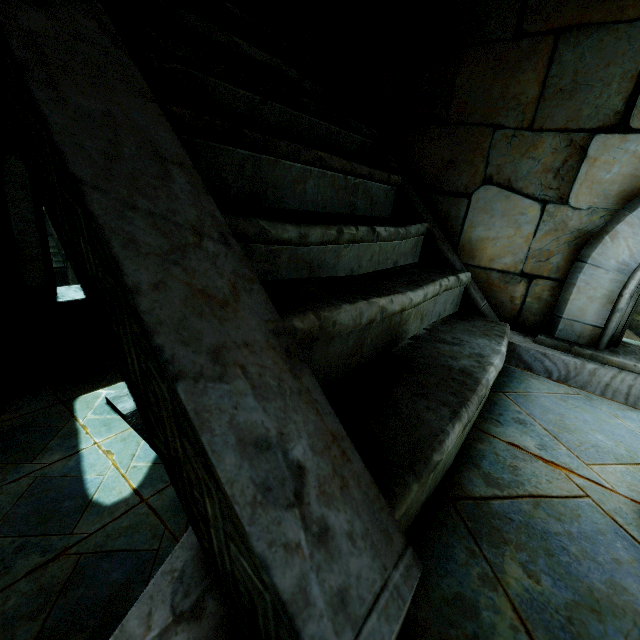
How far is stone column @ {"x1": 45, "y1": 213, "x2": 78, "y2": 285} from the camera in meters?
15.0 m

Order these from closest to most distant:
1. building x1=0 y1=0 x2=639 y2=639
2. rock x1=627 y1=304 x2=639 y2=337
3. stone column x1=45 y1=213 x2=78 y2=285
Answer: building x1=0 y1=0 x2=639 y2=639
stone column x1=45 y1=213 x2=78 y2=285
rock x1=627 y1=304 x2=639 y2=337

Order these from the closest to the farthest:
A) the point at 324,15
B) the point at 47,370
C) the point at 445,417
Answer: the point at 445,417 < the point at 324,15 < the point at 47,370

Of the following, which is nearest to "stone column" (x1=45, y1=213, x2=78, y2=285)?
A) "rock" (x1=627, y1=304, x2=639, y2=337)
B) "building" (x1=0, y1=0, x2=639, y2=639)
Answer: "building" (x1=0, y1=0, x2=639, y2=639)

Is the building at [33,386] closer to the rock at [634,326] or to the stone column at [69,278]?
the rock at [634,326]

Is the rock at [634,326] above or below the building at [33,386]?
below
